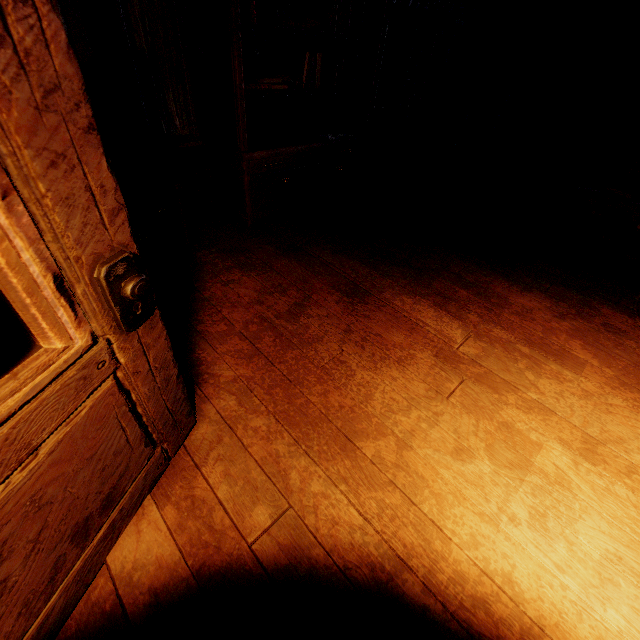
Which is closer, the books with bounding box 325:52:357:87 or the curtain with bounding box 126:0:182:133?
the curtain with bounding box 126:0:182:133

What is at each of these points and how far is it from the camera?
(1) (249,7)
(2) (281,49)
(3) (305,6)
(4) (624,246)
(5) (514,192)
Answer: (1) books, 2.8m
(2) building, 3.4m
(3) building, 3.4m
(4) nightstand, 3.6m
(5) log pile, 5.0m

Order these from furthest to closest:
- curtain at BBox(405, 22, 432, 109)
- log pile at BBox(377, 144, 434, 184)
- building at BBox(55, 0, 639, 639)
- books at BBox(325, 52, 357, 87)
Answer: log pile at BBox(377, 144, 434, 184)
curtain at BBox(405, 22, 432, 109)
books at BBox(325, 52, 357, 87)
building at BBox(55, 0, 639, 639)

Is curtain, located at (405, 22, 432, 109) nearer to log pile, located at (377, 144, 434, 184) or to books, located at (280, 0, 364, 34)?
log pile, located at (377, 144, 434, 184)

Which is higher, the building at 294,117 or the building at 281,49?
the building at 281,49

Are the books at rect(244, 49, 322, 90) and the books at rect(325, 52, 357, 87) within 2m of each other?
yes

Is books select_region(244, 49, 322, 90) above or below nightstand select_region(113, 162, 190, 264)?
above

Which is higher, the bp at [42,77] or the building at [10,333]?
the bp at [42,77]
